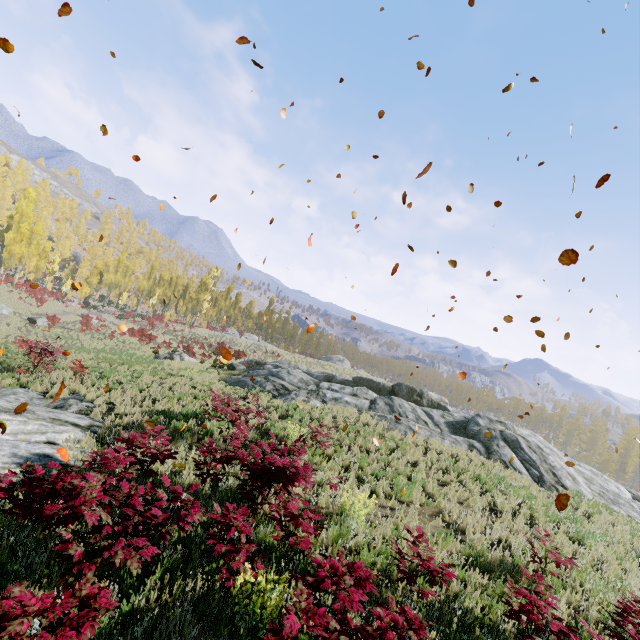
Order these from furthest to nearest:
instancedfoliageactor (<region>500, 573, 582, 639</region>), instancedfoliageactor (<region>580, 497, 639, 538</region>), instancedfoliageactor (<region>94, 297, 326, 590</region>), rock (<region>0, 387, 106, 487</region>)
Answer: instancedfoliageactor (<region>580, 497, 639, 538</region>), rock (<region>0, 387, 106, 487</region>), instancedfoliageactor (<region>94, 297, 326, 590</region>), instancedfoliageactor (<region>500, 573, 582, 639</region>)

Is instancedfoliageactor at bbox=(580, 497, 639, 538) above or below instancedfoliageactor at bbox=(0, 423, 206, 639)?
above

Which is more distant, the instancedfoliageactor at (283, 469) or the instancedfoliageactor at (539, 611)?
the instancedfoliageactor at (283, 469)

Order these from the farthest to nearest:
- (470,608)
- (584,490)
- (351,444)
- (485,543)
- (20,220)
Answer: (20,220) < (584,490) < (351,444) < (485,543) < (470,608)

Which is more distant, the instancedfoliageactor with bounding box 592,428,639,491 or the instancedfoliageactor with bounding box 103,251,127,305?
the instancedfoliageactor with bounding box 103,251,127,305

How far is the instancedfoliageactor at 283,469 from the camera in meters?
4.8

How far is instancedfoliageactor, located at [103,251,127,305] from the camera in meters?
58.9 m
